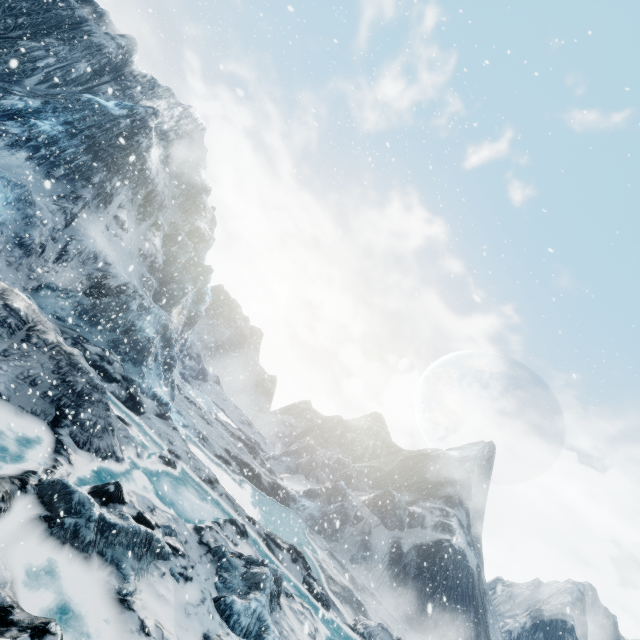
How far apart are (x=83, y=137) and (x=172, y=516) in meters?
33.8 m
